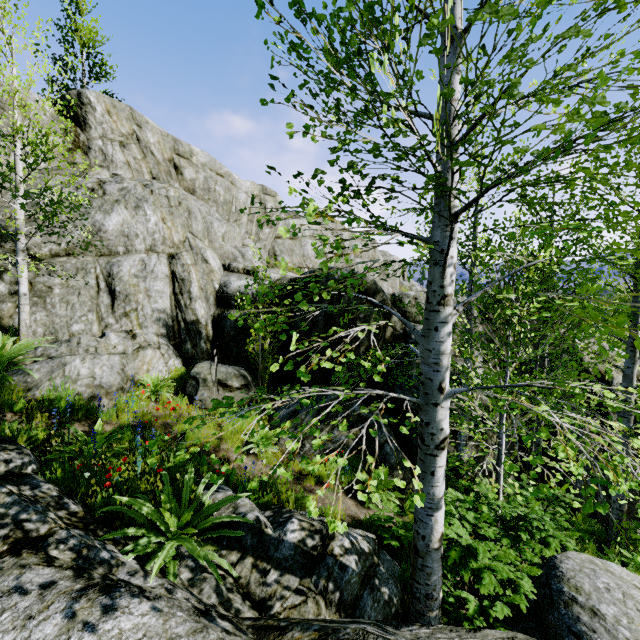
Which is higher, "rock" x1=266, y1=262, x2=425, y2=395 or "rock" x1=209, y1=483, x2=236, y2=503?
"rock" x1=266, y1=262, x2=425, y2=395

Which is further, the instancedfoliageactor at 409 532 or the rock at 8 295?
the rock at 8 295

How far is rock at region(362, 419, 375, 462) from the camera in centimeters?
794cm

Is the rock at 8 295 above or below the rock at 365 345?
above

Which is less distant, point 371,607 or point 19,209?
point 371,607

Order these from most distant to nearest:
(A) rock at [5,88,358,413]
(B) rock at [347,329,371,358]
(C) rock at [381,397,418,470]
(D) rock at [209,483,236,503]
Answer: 1. (B) rock at [347,329,371,358]
2. (C) rock at [381,397,418,470]
3. (A) rock at [5,88,358,413]
4. (D) rock at [209,483,236,503]

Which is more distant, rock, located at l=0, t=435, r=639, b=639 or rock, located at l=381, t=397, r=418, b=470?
rock, located at l=381, t=397, r=418, b=470
